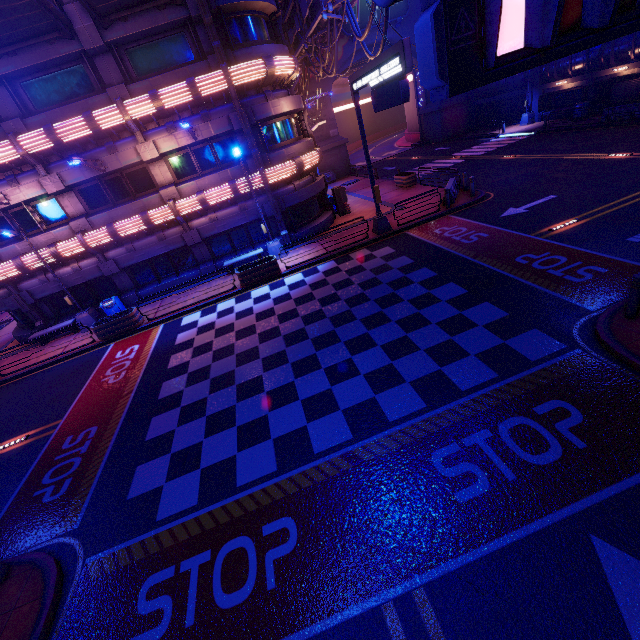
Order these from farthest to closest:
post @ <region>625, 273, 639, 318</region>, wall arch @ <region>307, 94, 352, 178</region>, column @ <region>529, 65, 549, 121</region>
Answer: wall arch @ <region>307, 94, 352, 178</region>
column @ <region>529, 65, 549, 121</region>
post @ <region>625, 273, 639, 318</region>

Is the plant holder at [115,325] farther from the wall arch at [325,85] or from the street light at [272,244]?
the wall arch at [325,85]

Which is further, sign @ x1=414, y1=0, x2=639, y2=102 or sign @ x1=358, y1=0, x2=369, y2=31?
sign @ x1=358, y1=0, x2=369, y2=31

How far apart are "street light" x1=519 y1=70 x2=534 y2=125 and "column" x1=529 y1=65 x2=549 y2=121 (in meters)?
0.01

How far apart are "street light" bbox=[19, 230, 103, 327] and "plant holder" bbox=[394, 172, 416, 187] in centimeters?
2263cm

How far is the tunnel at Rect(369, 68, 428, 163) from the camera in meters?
41.7

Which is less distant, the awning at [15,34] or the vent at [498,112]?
the awning at [15,34]

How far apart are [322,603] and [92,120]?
19.9 meters
